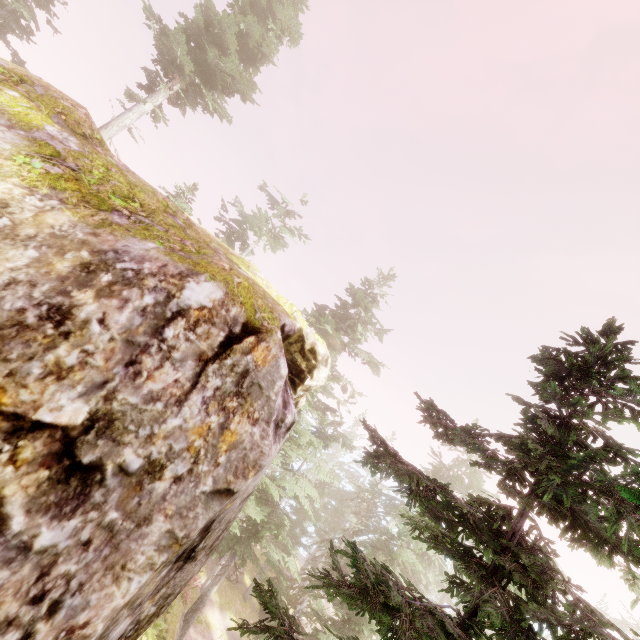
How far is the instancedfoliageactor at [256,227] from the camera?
25.2 meters

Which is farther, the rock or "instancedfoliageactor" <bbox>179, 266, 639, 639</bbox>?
"instancedfoliageactor" <bbox>179, 266, 639, 639</bbox>

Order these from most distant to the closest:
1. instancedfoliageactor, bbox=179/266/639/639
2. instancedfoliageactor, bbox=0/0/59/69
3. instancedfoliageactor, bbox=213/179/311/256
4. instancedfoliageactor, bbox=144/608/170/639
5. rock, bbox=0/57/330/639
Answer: instancedfoliageactor, bbox=213/179/311/256 < instancedfoliageactor, bbox=0/0/59/69 < instancedfoliageactor, bbox=144/608/170/639 < instancedfoliageactor, bbox=179/266/639/639 < rock, bbox=0/57/330/639

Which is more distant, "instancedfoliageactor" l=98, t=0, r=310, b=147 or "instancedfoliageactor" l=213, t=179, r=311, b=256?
"instancedfoliageactor" l=213, t=179, r=311, b=256

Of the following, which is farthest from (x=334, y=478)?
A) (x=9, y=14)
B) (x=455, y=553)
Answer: (x=9, y=14)

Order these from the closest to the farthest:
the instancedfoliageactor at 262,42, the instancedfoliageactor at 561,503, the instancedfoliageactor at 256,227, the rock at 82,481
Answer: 1. the rock at 82,481
2. the instancedfoliageactor at 561,503
3. the instancedfoliageactor at 262,42
4. the instancedfoliageactor at 256,227
